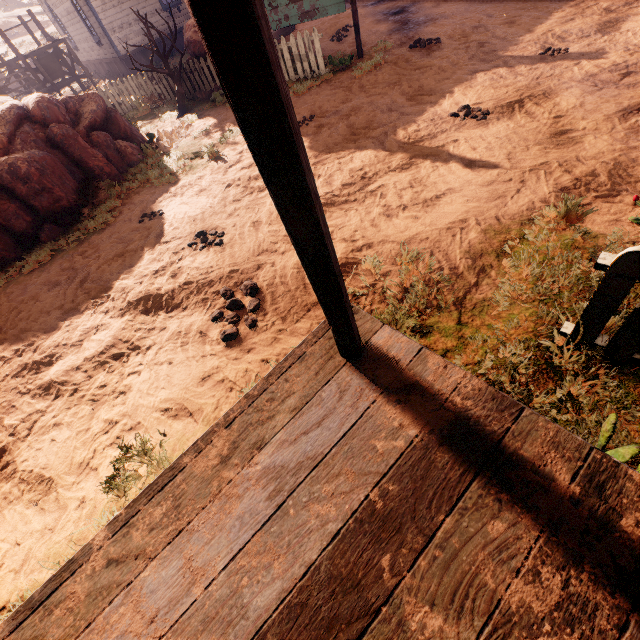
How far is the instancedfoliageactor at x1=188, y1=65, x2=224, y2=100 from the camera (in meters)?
9.84

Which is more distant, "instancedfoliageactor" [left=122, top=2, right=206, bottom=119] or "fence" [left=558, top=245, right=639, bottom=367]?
"instancedfoliageactor" [left=122, top=2, right=206, bottom=119]

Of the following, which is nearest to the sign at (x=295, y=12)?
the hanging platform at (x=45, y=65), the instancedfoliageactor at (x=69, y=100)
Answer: the instancedfoliageactor at (x=69, y=100)

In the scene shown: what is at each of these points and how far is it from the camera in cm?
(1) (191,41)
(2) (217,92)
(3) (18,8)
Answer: (1) instancedfoliageactor, 1005
(2) instancedfoliageactor, 984
(3) z, 3469

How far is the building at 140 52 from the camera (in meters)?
17.30

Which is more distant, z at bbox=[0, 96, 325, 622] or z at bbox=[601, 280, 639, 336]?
z at bbox=[0, 96, 325, 622]

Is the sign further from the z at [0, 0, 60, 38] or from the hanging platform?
the hanging platform

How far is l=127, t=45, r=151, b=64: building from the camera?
17.3 meters
